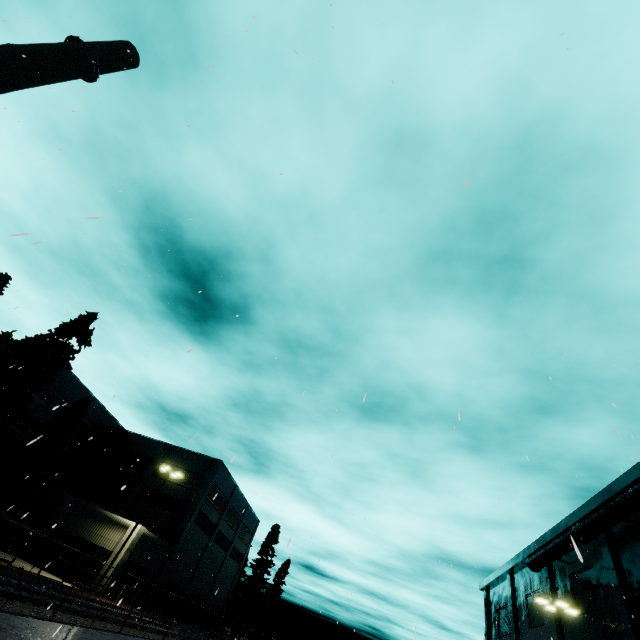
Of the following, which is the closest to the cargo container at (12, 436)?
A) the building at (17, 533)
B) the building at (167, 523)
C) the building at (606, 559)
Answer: the building at (17, 533)

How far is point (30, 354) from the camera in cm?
2077

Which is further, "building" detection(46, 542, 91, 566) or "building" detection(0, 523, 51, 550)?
"building" detection(0, 523, 51, 550)

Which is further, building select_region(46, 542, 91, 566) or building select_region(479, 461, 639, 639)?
building select_region(46, 542, 91, 566)

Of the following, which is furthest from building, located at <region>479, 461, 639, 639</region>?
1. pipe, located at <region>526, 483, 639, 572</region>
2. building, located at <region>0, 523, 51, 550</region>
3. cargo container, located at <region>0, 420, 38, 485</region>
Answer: building, located at <region>0, 523, 51, 550</region>

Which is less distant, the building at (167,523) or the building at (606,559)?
the building at (606,559)

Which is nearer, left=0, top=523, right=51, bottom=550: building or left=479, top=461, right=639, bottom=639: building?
left=479, top=461, right=639, bottom=639: building

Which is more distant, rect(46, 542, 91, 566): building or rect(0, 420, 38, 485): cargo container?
rect(46, 542, 91, 566): building
